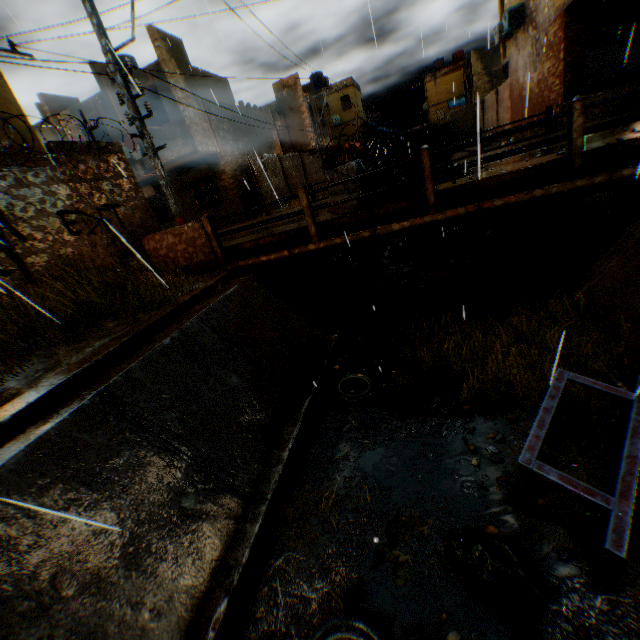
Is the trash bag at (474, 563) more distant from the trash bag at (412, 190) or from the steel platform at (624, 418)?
the trash bag at (412, 190)

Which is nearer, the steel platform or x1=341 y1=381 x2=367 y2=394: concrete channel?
the steel platform

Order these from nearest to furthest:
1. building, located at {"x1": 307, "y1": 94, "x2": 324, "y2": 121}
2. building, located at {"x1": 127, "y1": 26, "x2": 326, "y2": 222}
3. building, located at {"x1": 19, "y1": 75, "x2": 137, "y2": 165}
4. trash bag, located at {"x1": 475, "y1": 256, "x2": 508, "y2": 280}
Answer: Result: building, located at {"x1": 19, "y1": 75, "x2": 137, "y2": 165}, trash bag, located at {"x1": 475, "y1": 256, "x2": 508, "y2": 280}, building, located at {"x1": 127, "y1": 26, "x2": 326, "y2": 222}, building, located at {"x1": 307, "y1": 94, "x2": 324, "y2": 121}

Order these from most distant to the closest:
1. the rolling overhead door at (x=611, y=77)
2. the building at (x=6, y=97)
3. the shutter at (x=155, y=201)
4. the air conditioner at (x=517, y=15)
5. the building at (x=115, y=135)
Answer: the shutter at (x=155, y=201) < the air conditioner at (x=517, y=15) < the rolling overhead door at (x=611, y=77) < the building at (x=115, y=135) < the building at (x=6, y=97)

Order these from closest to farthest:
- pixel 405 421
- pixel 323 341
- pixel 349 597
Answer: pixel 349 597, pixel 405 421, pixel 323 341

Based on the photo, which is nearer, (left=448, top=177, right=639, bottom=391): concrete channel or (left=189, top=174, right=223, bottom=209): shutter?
(left=448, top=177, right=639, bottom=391): concrete channel

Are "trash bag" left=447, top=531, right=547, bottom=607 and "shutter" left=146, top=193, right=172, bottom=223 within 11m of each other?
no

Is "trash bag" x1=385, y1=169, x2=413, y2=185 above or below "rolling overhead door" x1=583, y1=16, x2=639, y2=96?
below
